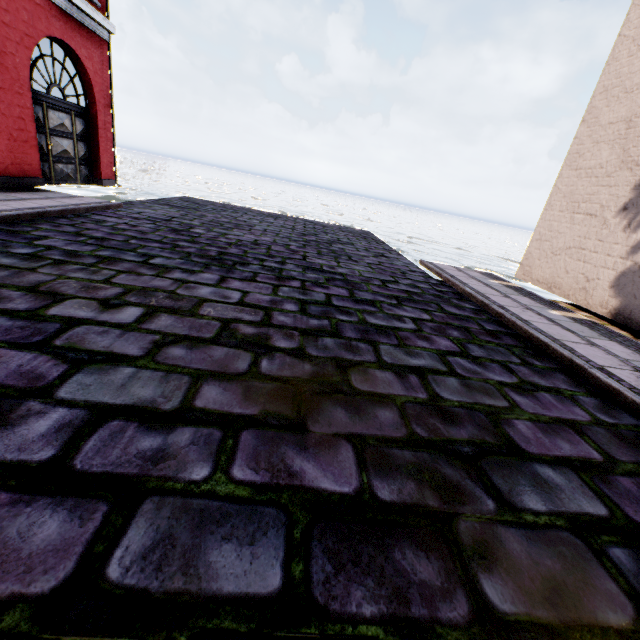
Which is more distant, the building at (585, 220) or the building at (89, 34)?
the building at (89, 34)

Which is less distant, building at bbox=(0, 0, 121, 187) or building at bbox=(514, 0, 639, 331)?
building at bbox=(514, 0, 639, 331)

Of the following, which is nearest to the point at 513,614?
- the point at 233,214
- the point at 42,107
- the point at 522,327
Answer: the point at 522,327
